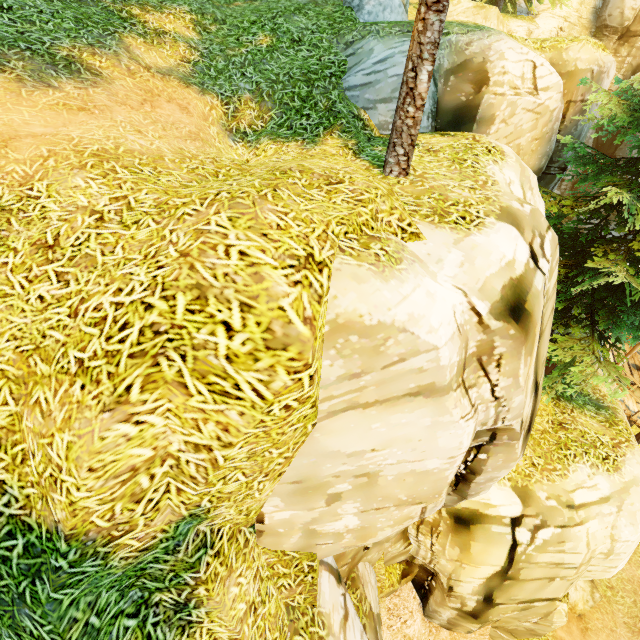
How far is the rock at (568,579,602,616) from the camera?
11.3m

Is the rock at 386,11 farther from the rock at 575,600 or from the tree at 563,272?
the rock at 575,600

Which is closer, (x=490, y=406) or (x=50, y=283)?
(x=50, y=283)

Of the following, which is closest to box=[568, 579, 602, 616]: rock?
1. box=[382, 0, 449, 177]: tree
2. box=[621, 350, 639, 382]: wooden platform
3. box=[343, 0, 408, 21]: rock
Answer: box=[382, 0, 449, 177]: tree

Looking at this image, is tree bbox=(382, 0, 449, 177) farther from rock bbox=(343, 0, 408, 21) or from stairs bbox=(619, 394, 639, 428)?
stairs bbox=(619, 394, 639, 428)

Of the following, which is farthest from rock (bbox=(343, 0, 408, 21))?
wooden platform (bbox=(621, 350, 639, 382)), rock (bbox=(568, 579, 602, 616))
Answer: rock (bbox=(568, 579, 602, 616))

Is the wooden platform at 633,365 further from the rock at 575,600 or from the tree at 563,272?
the rock at 575,600
